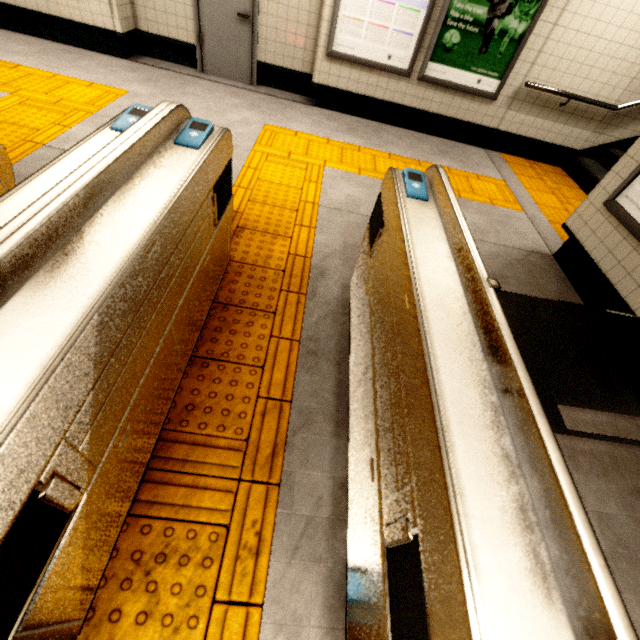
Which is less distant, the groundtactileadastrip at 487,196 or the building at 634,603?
the building at 634,603

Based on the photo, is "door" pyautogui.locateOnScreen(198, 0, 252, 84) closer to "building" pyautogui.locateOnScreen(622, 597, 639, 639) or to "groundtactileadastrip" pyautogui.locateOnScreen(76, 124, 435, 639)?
"groundtactileadastrip" pyautogui.locateOnScreen(76, 124, 435, 639)

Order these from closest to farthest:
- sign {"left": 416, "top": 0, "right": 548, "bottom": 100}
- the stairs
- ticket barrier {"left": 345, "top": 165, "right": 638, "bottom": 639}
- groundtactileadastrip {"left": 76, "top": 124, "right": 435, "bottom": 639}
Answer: ticket barrier {"left": 345, "top": 165, "right": 638, "bottom": 639}, groundtactileadastrip {"left": 76, "top": 124, "right": 435, "bottom": 639}, sign {"left": 416, "top": 0, "right": 548, "bottom": 100}, the stairs

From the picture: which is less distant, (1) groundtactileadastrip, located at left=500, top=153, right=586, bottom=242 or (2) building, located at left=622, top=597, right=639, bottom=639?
(2) building, located at left=622, top=597, right=639, bottom=639

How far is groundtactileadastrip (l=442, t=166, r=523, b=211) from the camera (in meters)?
4.22

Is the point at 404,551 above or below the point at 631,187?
below

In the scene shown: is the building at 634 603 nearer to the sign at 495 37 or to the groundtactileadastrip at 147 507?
the groundtactileadastrip at 147 507

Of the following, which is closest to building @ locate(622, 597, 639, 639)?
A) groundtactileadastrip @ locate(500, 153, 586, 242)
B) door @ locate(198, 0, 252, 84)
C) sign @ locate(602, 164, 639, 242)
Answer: sign @ locate(602, 164, 639, 242)
